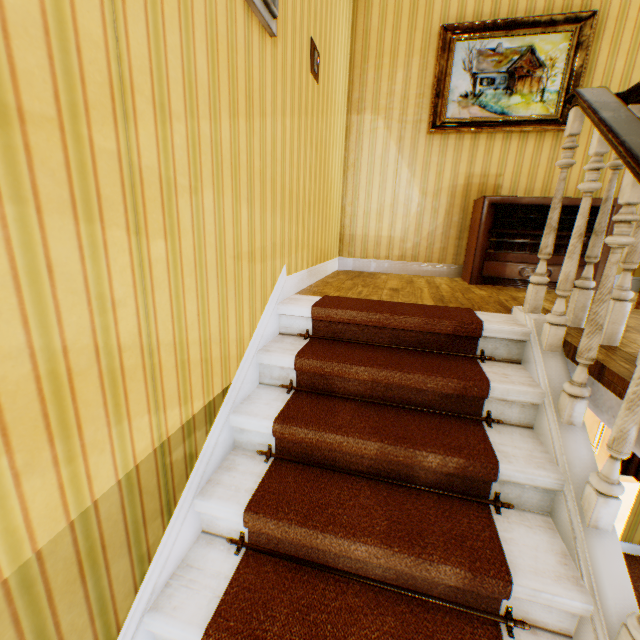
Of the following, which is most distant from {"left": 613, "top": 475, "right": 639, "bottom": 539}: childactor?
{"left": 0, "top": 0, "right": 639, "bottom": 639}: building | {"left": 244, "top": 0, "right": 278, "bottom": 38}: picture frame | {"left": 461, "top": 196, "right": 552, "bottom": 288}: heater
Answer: {"left": 244, "top": 0, "right": 278, "bottom": 38}: picture frame

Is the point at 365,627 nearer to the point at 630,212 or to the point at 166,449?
the point at 166,449

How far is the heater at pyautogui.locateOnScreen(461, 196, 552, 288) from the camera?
3.21m

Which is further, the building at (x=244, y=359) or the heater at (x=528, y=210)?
the heater at (x=528, y=210)

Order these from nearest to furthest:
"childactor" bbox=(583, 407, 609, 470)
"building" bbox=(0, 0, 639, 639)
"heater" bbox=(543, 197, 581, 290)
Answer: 1. "building" bbox=(0, 0, 639, 639)
2. "heater" bbox=(543, 197, 581, 290)
3. "childactor" bbox=(583, 407, 609, 470)

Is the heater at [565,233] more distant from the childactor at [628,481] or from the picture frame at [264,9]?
the picture frame at [264,9]

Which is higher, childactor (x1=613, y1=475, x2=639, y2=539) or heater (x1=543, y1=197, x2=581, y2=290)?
heater (x1=543, y1=197, x2=581, y2=290)

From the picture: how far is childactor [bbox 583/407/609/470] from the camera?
4.26m
